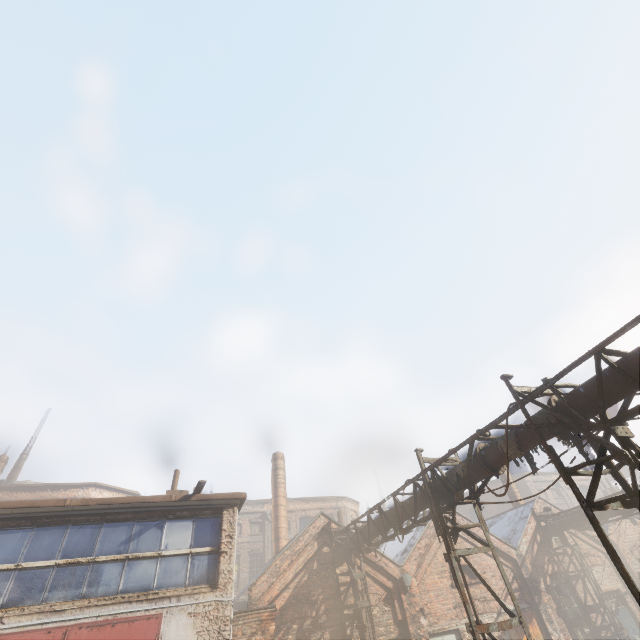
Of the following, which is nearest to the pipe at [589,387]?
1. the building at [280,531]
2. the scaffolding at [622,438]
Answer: the scaffolding at [622,438]

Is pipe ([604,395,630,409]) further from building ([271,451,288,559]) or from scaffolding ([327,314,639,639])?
building ([271,451,288,559])

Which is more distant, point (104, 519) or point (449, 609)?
point (449, 609)

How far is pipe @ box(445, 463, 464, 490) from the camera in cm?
827

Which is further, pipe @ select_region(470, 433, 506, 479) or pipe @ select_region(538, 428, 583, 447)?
pipe @ select_region(470, 433, 506, 479)

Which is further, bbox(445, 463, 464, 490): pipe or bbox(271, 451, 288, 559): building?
bbox(271, 451, 288, 559): building

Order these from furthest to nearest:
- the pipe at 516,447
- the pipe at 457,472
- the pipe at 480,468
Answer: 1. the pipe at 457,472
2. the pipe at 480,468
3. the pipe at 516,447
